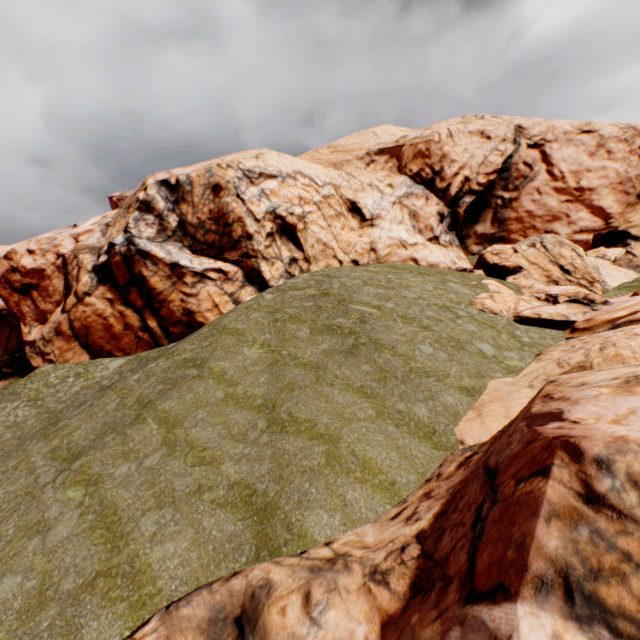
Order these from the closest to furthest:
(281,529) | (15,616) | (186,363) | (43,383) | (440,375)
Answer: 1. (15,616)
2. (281,529)
3. (440,375)
4. (186,363)
5. (43,383)
